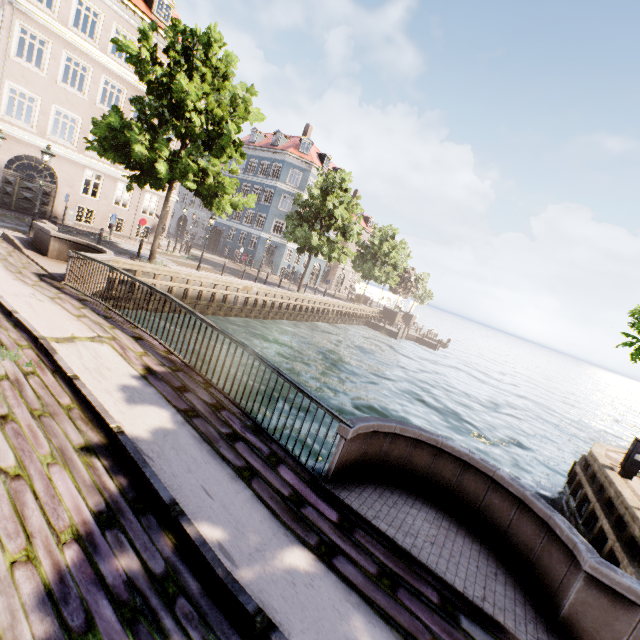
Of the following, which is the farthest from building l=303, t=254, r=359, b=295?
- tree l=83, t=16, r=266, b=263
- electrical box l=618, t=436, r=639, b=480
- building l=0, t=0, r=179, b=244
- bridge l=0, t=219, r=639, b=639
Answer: electrical box l=618, t=436, r=639, b=480

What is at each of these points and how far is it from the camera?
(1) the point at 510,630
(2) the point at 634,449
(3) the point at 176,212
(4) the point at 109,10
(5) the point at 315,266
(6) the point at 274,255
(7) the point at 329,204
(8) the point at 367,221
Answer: (1) bridge, 3.4m
(2) electrical box, 10.0m
(3) building, 47.6m
(4) building, 19.0m
(5) building, 46.4m
(6) building, 39.5m
(7) tree, 25.1m
(8) building, 52.7m

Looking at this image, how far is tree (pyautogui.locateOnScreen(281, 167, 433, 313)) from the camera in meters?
25.9 m

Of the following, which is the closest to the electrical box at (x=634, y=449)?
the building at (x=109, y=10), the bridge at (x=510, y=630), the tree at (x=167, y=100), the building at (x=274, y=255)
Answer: the tree at (x=167, y=100)

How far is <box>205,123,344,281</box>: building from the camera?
37.7m

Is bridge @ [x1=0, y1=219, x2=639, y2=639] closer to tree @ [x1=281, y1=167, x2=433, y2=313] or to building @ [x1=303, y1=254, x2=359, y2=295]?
tree @ [x1=281, y1=167, x2=433, y2=313]

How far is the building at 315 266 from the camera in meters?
45.7 m
